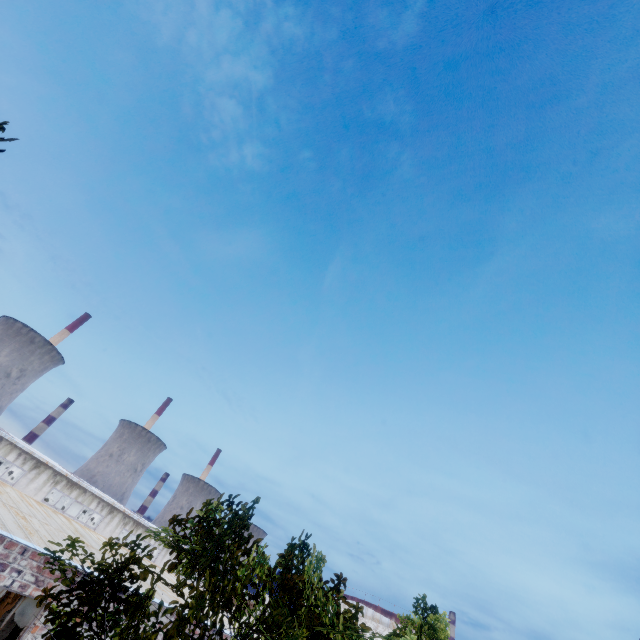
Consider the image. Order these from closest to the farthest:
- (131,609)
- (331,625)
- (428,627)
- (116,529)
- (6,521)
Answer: (131,609) → (331,625) → (6,521) → (428,627) → (116,529)
